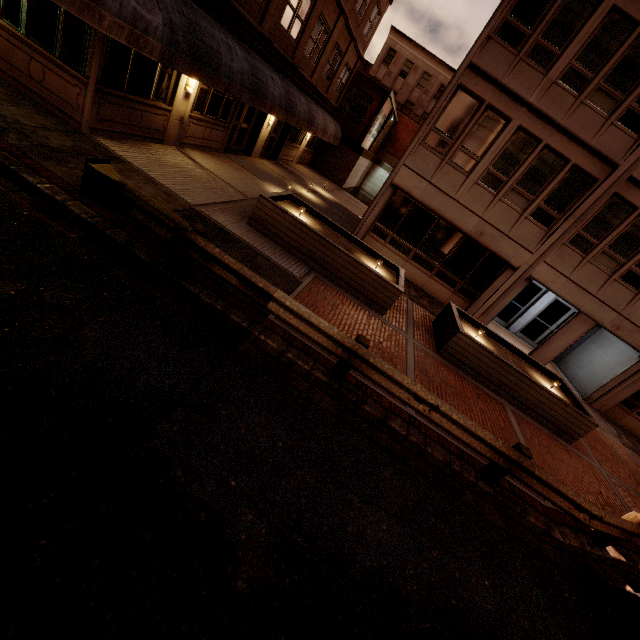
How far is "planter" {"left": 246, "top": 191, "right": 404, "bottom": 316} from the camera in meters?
9.3 m

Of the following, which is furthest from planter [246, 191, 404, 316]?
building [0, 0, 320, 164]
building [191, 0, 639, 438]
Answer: building [0, 0, 320, 164]

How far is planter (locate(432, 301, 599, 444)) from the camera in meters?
9.4

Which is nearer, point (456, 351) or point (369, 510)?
point (369, 510)

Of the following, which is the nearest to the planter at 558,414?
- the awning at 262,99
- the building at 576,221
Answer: the building at 576,221

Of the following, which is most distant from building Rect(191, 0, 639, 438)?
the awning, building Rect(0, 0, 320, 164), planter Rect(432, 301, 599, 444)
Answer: building Rect(0, 0, 320, 164)

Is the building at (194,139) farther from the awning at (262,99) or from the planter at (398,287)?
the planter at (398,287)

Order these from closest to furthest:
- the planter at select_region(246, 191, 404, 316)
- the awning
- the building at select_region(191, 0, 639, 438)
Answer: the awning
the planter at select_region(246, 191, 404, 316)
the building at select_region(191, 0, 639, 438)
